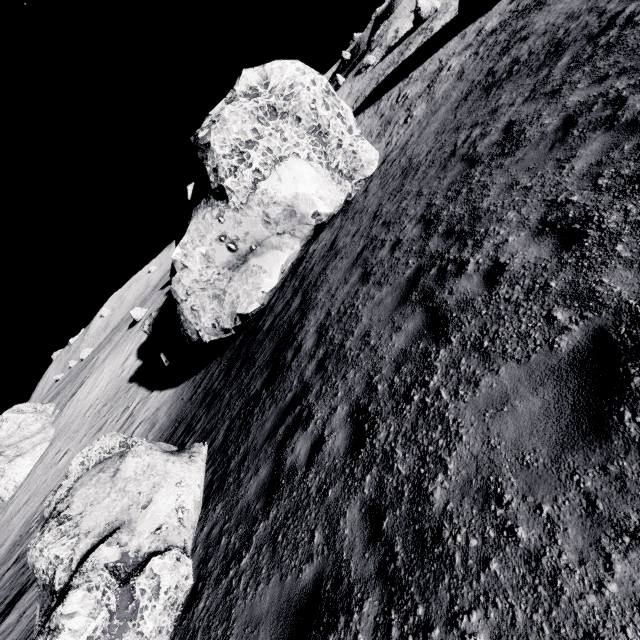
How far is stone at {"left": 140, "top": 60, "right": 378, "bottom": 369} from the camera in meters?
13.7 m

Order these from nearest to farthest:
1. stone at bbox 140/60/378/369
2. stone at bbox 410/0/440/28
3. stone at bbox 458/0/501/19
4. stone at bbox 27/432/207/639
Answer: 1. stone at bbox 27/432/207/639
2. stone at bbox 140/60/378/369
3. stone at bbox 458/0/501/19
4. stone at bbox 410/0/440/28

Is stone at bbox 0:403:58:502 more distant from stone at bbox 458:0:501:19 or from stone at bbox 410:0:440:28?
stone at bbox 410:0:440:28

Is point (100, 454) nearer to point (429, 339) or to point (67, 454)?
point (429, 339)

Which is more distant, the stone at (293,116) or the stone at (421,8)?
the stone at (421,8)

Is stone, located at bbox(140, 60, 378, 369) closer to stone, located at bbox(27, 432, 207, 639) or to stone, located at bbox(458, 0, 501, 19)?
stone, located at bbox(27, 432, 207, 639)

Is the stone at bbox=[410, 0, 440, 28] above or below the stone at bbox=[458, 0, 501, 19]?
above

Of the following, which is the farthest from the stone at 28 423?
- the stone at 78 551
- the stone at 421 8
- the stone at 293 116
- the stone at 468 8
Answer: the stone at 421 8
